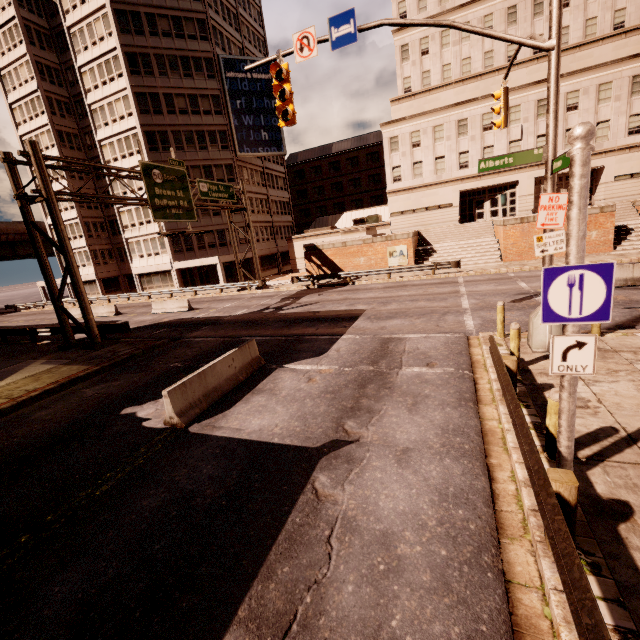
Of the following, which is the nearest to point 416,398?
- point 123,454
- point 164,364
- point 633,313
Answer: point 123,454

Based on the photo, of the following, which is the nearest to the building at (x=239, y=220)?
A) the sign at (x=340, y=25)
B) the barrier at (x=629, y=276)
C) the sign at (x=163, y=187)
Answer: the sign at (x=163, y=187)

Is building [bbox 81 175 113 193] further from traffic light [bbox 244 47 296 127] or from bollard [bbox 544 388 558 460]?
bollard [bbox 544 388 558 460]

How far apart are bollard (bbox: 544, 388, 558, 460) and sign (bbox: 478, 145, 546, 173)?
6.3m

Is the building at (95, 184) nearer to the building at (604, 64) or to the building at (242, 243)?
the building at (242, 243)

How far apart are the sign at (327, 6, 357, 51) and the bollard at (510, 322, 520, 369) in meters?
8.7

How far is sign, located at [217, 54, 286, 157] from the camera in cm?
3772

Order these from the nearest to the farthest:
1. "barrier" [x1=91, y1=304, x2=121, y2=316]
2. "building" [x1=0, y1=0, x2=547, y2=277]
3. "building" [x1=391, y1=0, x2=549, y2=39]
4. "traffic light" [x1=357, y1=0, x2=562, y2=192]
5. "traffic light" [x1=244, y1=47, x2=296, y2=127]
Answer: "traffic light" [x1=357, y1=0, x2=562, y2=192] < "traffic light" [x1=244, y1=47, x2=296, y2=127] < "barrier" [x1=91, y1=304, x2=121, y2=316] < "building" [x1=391, y1=0, x2=549, y2=39] < "building" [x1=0, y1=0, x2=547, y2=277]
